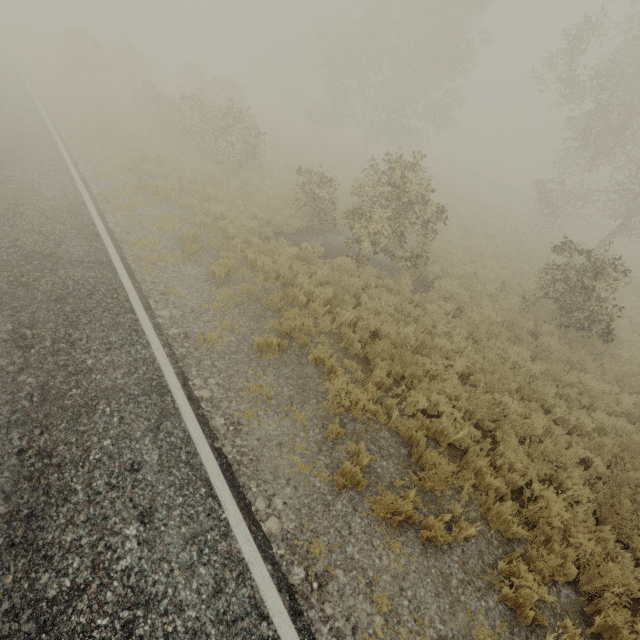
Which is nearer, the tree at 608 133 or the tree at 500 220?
the tree at 608 133

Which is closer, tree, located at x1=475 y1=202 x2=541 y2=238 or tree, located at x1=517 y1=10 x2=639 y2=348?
tree, located at x1=517 y1=10 x2=639 y2=348

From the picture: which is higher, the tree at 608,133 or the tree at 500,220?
the tree at 608,133

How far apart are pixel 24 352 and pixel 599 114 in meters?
28.2 m

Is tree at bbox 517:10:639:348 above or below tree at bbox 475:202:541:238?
above

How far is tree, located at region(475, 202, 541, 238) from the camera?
20.9m
